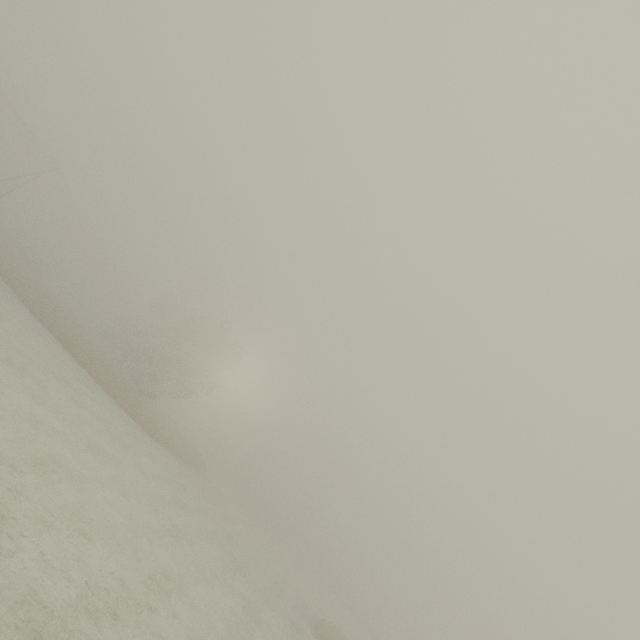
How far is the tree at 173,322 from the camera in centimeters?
3781cm

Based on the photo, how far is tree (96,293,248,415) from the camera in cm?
3781

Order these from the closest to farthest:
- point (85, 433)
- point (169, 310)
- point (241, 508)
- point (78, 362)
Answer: point (85, 433) < point (78, 362) < point (241, 508) < point (169, 310)
